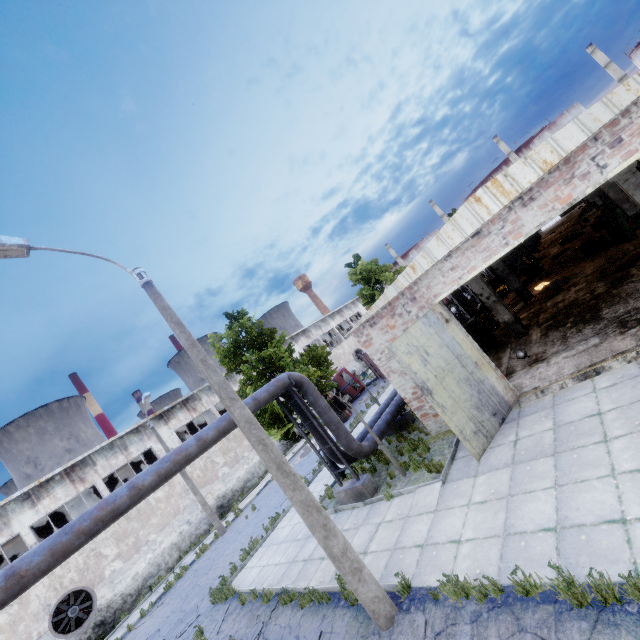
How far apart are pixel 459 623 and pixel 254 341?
11.3 meters

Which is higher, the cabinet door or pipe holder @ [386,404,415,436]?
the cabinet door

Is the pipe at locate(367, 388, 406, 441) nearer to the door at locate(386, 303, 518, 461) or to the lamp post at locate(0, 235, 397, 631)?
the lamp post at locate(0, 235, 397, 631)

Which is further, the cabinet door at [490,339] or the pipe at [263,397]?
the cabinet door at [490,339]

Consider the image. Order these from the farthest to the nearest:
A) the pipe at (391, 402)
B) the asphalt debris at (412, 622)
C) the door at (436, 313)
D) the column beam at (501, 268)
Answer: the column beam at (501, 268)
the pipe at (391, 402)
the door at (436, 313)
the asphalt debris at (412, 622)

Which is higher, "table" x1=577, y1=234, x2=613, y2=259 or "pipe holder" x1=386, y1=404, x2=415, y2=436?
"table" x1=577, y1=234, x2=613, y2=259

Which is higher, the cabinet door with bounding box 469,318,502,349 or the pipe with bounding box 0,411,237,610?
the pipe with bounding box 0,411,237,610

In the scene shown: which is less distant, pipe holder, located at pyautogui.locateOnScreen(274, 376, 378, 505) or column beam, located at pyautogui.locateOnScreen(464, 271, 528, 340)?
pipe holder, located at pyautogui.locateOnScreen(274, 376, 378, 505)
